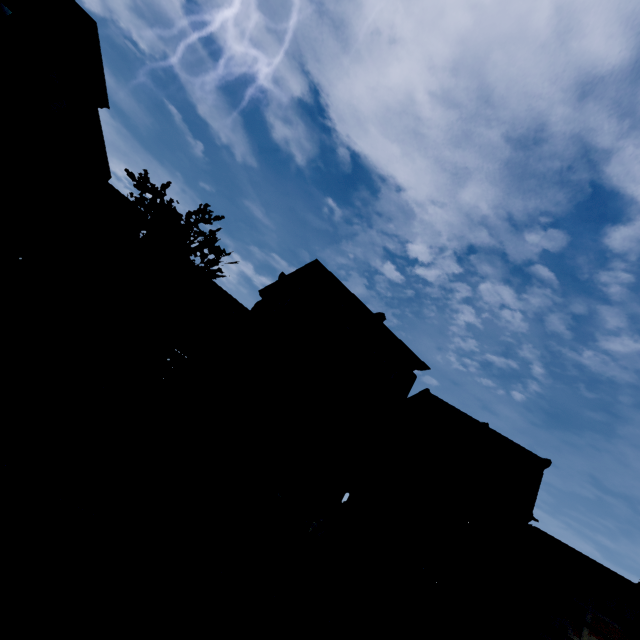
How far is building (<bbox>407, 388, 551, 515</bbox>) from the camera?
23.8 meters

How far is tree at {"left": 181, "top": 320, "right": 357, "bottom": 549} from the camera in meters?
12.6 m

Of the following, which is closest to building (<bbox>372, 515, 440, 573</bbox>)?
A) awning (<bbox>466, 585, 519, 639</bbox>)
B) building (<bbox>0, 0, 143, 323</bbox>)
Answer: awning (<bbox>466, 585, 519, 639</bbox>)

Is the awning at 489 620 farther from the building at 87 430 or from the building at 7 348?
the building at 7 348

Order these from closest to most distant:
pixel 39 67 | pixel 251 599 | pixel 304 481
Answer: pixel 251 599 < pixel 39 67 < pixel 304 481

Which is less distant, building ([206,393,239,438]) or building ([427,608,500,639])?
building ([206,393,239,438])

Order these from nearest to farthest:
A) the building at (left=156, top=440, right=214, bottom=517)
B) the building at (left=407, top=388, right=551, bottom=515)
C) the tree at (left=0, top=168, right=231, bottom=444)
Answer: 1. the tree at (left=0, top=168, right=231, bottom=444)
2. the building at (left=156, top=440, right=214, bottom=517)
3. the building at (left=407, top=388, right=551, bottom=515)

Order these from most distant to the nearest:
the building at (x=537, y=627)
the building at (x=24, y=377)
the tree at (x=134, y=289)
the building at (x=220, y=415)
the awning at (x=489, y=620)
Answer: the building at (x=537, y=627) < the awning at (x=489, y=620) < the building at (x=220, y=415) < the building at (x=24, y=377) < the tree at (x=134, y=289)
